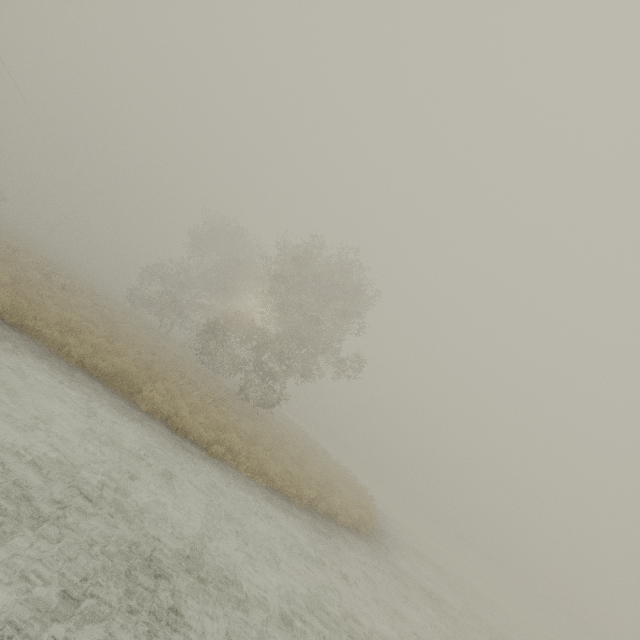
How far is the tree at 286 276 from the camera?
20.4m

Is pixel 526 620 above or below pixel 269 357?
below

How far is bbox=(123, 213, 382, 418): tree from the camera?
20.39m
